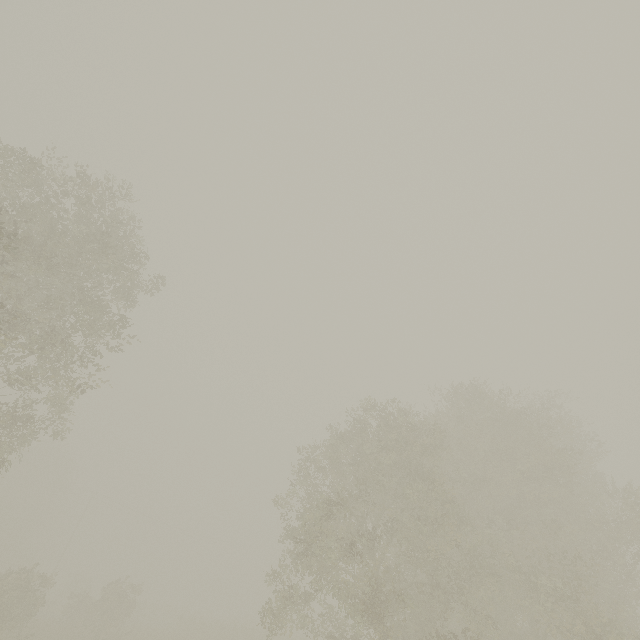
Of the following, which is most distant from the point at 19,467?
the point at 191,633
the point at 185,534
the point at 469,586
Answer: the point at 469,586
